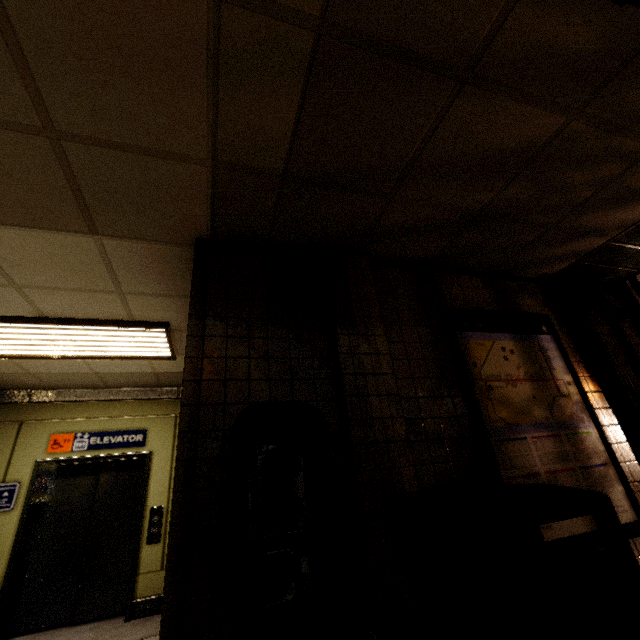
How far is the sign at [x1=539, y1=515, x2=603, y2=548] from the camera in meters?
2.1

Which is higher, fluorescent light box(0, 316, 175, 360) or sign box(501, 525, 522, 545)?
fluorescent light box(0, 316, 175, 360)

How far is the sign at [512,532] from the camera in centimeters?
197cm

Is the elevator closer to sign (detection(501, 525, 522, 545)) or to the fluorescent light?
the fluorescent light

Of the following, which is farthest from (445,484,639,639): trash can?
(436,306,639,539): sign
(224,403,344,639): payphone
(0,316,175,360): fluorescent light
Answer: (0,316,175,360): fluorescent light

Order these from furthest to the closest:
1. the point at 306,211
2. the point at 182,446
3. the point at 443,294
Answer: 1. the point at 443,294
2. the point at 306,211
3. the point at 182,446

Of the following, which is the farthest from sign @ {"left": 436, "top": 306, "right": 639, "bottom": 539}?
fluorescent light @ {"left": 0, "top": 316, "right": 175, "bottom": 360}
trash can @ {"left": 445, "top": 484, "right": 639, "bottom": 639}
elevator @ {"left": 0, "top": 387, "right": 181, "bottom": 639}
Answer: elevator @ {"left": 0, "top": 387, "right": 181, "bottom": 639}
